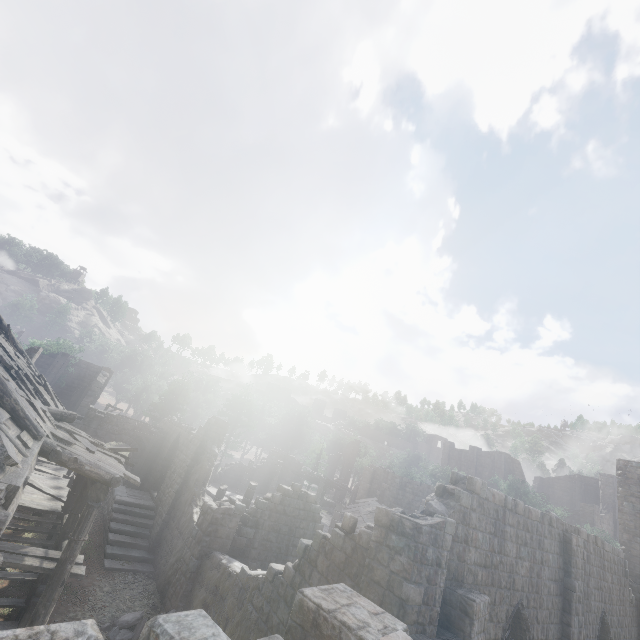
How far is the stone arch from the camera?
22.8 meters

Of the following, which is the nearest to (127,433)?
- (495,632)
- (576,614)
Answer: (495,632)

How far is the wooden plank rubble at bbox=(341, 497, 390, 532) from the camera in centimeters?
2430cm

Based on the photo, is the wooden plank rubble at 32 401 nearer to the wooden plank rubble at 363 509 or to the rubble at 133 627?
the rubble at 133 627

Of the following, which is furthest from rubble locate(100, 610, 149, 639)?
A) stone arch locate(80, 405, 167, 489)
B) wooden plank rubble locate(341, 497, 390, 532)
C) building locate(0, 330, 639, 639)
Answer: wooden plank rubble locate(341, 497, 390, 532)

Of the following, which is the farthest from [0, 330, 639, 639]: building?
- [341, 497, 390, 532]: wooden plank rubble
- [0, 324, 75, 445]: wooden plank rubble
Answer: [341, 497, 390, 532]: wooden plank rubble

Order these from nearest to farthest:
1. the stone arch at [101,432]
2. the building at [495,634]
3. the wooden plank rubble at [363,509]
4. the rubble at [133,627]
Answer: the building at [495,634], the rubble at [133,627], the stone arch at [101,432], the wooden plank rubble at [363,509]
